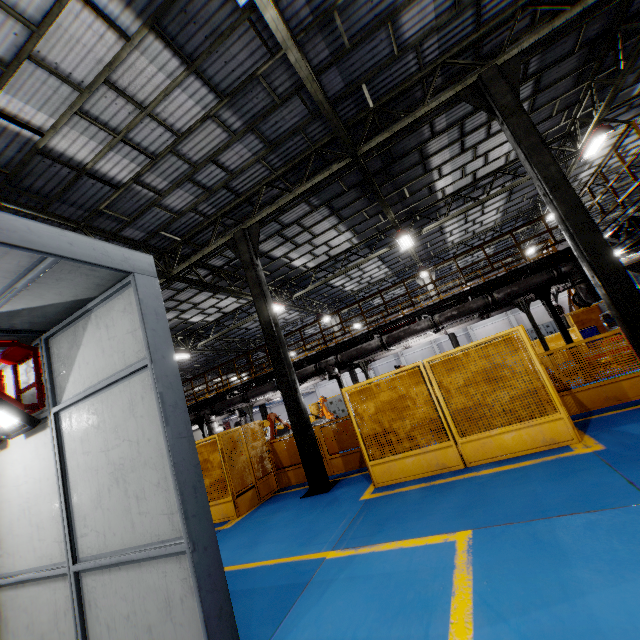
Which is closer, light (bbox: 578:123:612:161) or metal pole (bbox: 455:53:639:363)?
metal pole (bbox: 455:53:639:363)

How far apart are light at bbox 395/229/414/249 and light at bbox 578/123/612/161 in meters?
7.0

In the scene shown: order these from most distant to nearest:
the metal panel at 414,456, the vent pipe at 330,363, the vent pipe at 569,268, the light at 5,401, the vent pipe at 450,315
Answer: the vent pipe at 330,363 < the vent pipe at 450,315 < the vent pipe at 569,268 < the metal panel at 414,456 < the light at 5,401

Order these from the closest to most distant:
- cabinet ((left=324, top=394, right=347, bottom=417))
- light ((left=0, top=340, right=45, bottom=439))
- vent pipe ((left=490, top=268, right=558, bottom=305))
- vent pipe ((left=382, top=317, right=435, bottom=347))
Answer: light ((left=0, top=340, right=45, bottom=439)) → vent pipe ((left=490, top=268, right=558, bottom=305)) → vent pipe ((left=382, top=317, right=435, bottom=347)) → cabinet ((left=324, top=394, right=347, bottom=417))

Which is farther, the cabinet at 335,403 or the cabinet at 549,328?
the cabinet at 549,328

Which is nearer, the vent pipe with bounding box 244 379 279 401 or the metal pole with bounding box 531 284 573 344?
the metal pole with bounding box 531 284 573 344

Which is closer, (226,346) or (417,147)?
(417,147)

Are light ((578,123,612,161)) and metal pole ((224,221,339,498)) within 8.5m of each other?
no
